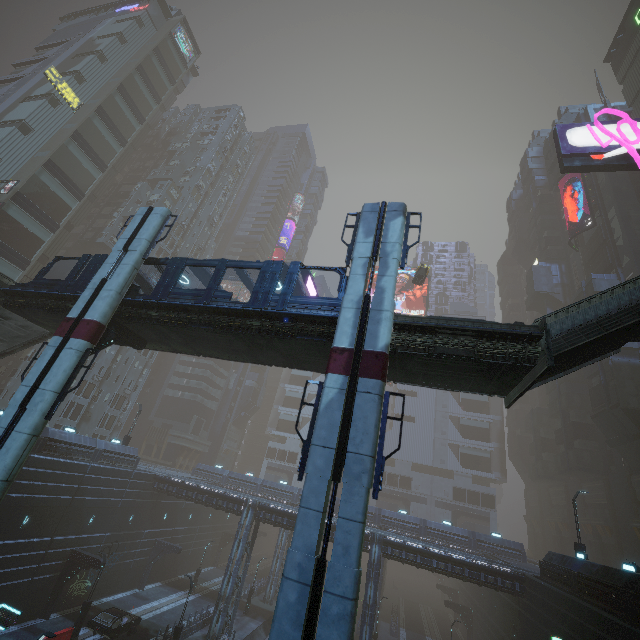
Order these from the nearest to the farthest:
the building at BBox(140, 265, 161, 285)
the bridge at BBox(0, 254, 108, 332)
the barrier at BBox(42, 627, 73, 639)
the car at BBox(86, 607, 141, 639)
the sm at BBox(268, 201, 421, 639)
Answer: the sm at BBox(268, 201, 421, 639) < the bridge at BBox(0, 254, 108, 332) < the barrier at BBox(42, 627, 73, 639) < the car at BBox(86, 607, 141, 639) < the building at BBox(140, 265, 161, 285)

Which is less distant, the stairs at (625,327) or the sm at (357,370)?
the sm at (357,370)

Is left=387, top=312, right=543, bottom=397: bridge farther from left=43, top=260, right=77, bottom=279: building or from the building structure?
left=43, top=260, right=77, bottom=279: building

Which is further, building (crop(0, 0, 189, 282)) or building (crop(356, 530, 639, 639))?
building (crop(0, 0, 189, 282))

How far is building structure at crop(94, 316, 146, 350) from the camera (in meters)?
17.20

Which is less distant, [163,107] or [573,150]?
[573,150]

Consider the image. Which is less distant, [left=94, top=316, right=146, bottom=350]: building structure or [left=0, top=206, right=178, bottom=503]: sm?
[left=0, top=206, right=178, bottom=503]: sm

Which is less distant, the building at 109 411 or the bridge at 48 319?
the bridge at 48 319
